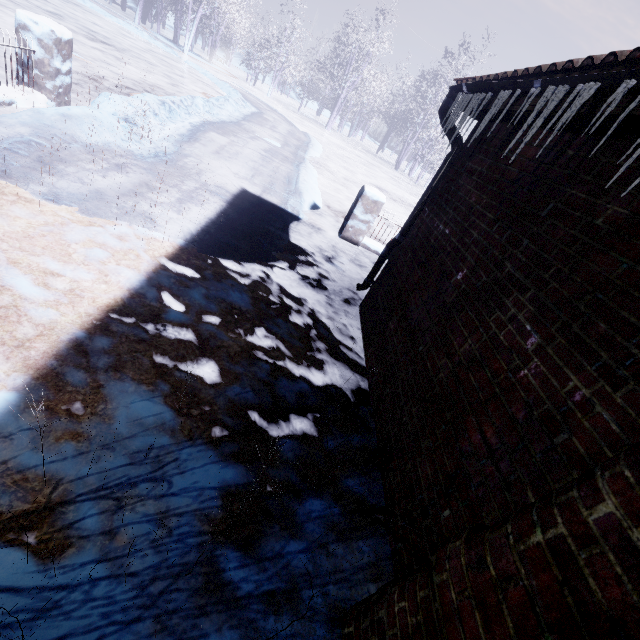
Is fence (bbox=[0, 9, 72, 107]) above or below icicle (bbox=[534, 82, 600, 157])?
below

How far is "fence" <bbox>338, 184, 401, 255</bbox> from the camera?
5.31m

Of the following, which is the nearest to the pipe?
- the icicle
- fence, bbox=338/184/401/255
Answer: the icicle

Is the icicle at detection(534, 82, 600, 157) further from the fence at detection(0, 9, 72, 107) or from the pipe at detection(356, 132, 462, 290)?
the fence at detection(0, 9, 72, 107)

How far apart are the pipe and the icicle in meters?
1.5 m

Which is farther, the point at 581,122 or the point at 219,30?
the point at 219,30

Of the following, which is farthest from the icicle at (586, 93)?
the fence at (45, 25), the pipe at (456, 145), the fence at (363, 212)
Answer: the fence at (45, 25)

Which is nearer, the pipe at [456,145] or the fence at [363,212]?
the pipe at [456,145]
